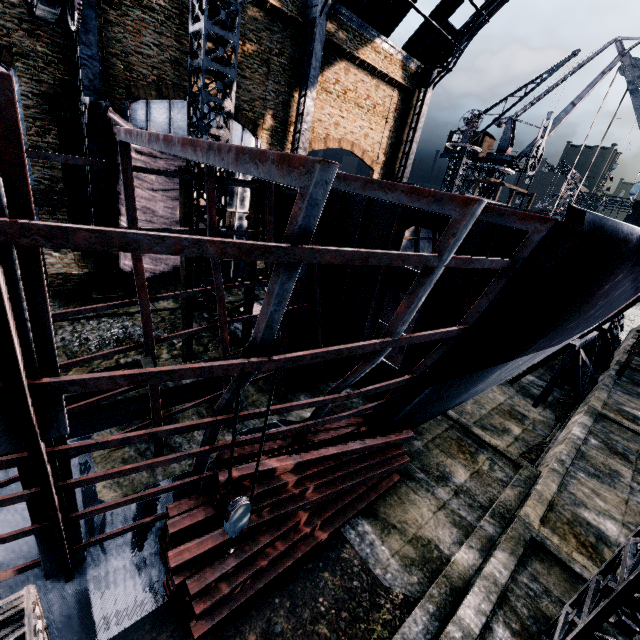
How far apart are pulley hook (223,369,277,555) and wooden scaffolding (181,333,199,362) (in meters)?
8.31

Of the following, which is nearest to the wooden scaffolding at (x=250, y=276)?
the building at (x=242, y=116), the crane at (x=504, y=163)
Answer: the building at (x=242, y=116)

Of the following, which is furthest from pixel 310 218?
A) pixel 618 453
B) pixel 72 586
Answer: pixel 618 453

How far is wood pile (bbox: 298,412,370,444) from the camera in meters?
9.2 m

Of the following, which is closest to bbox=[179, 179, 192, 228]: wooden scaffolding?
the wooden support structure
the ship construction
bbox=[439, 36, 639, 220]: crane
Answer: the ship construction

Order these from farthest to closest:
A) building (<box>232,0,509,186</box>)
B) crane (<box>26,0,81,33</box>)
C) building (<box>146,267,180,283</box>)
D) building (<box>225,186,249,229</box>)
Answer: building (<box>225,186,249,229</box>)
building (<box>146,267,180,283</box>)
building (<box>232,0,509,186</box>)
crane (<box>26,0,81,33</box>)

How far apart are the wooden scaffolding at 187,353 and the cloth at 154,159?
7.5 meters

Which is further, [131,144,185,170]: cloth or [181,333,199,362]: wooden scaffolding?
[131,144,185,170]: cloth
